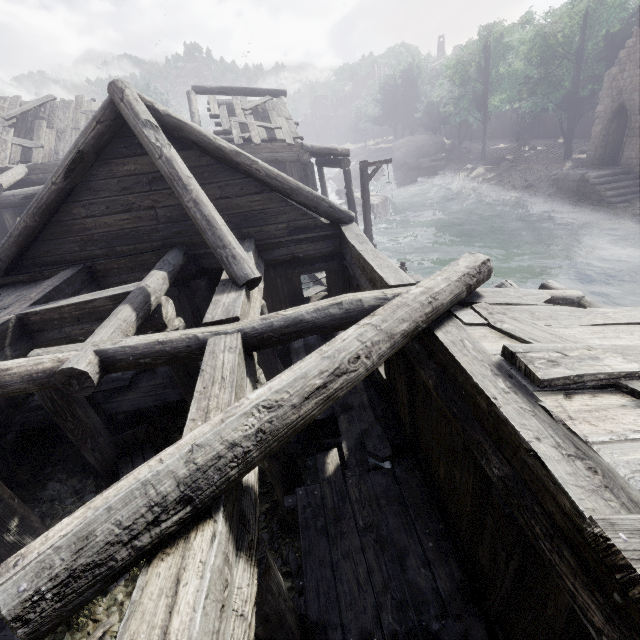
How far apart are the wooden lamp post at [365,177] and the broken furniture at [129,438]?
11.2m

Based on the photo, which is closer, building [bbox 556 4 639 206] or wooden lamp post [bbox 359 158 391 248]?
wooden lamp post [bbox 359 158 391 248]

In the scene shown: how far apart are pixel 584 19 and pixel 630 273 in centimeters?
2366cm

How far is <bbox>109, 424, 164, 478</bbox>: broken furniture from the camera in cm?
719

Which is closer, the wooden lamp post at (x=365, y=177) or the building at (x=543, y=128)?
the wooden lamp post at (x=365, y=177)

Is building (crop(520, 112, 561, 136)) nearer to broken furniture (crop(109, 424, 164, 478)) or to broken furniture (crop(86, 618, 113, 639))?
broken furniture (crop(109, 424, 164, 478))

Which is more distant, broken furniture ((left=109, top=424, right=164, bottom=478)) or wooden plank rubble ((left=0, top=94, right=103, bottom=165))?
wooden plank rubble ((left=0, top=94, right=103, bottom=165))

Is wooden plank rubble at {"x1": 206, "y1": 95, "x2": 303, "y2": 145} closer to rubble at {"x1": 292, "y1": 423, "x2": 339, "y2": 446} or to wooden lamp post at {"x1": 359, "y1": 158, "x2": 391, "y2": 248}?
wooden lamp post at {"x1": 359, "y1": 158, "x2": 391, "y2": 248}
